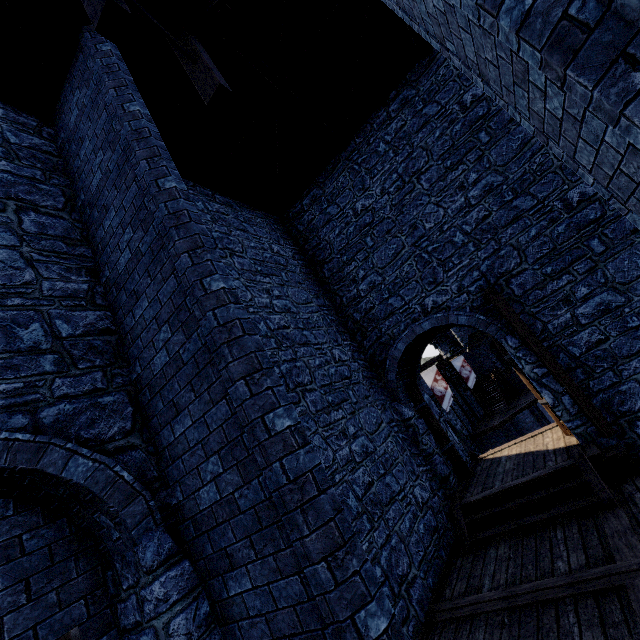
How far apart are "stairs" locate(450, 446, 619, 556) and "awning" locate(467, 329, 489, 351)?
32.1m

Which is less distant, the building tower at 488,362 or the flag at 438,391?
the flag at 438,391

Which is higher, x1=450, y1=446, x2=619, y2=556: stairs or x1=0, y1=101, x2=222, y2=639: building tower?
x1=0, y1=101, x2=222, y2=639: building tower

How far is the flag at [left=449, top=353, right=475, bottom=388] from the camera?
27.4m

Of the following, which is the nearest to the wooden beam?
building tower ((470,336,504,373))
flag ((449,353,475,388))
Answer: flag ((449,353,475,388))

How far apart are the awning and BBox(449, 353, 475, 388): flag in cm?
866

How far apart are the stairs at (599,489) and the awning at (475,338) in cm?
3214

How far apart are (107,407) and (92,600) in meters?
1.8 m
